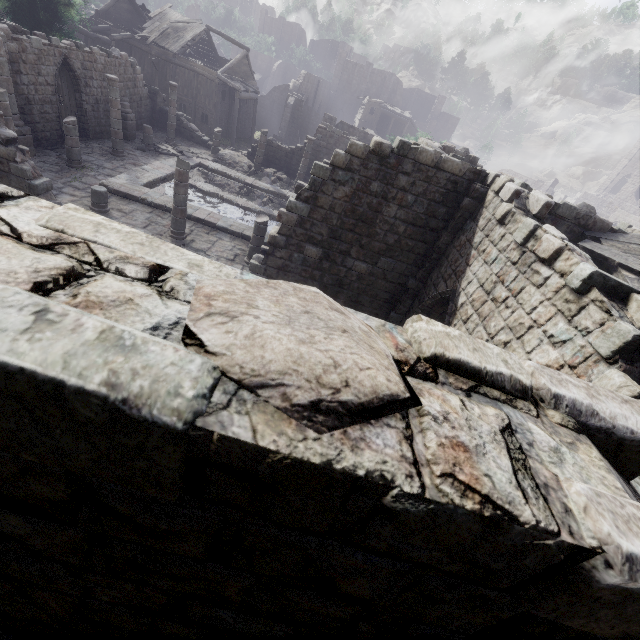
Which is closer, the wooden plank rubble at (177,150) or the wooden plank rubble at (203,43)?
the wooden plank rubble at (177,150)

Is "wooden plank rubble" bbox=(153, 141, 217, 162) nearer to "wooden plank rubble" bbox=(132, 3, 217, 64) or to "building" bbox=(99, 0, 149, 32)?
"building" bbox=(99, 0, 149, 32)

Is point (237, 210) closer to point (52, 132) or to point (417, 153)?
point (52, 132)

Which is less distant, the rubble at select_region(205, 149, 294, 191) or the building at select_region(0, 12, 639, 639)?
the building at select_region(0, 12, 639, 639)

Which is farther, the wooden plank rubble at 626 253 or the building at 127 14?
the building at 127 14

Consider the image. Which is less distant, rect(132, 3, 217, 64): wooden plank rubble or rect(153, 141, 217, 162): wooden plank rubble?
rect(153, 141, 217, 162): wooden plank rubble

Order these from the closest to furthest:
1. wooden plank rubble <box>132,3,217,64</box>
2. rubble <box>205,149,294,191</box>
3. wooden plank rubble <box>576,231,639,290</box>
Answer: wooden plank rubble <box>576,231,639,290</box>, rubble <box>205,149,294,191</box>, wooden plank rubble <box>132,3,217,64</box>

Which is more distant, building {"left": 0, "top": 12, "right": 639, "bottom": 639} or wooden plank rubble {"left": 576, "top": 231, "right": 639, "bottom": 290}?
wooden plank rubble {"left": 576, "top": 231, "right": 639, "bottom": 290}
